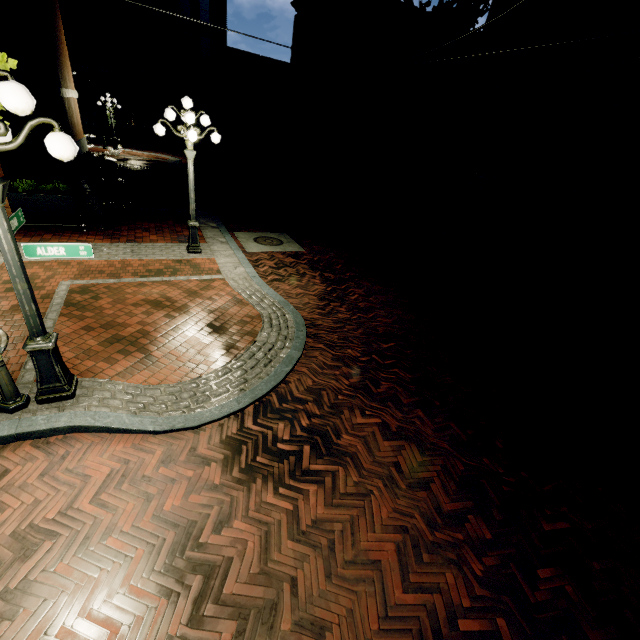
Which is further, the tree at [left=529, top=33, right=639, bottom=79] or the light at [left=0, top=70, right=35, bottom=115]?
the tree at [left=529, top=33, right=639, bottom=79]

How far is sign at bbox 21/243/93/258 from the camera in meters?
3.4

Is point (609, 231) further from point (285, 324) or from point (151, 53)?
point (151, 53)

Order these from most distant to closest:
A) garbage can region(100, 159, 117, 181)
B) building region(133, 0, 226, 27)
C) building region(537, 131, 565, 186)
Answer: building region(133, 0, 226, 27) < building region(537, 131, 565, 186) < garbage can region(100, 159, 117, 181)

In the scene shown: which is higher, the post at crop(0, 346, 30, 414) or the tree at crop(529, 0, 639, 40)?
the tree at crop(529, 0, 639, 40)

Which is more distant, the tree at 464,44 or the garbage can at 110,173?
the garbage can at 110,173

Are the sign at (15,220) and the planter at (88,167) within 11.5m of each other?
no

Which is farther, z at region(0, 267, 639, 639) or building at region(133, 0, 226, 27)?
building at region(133, 0, 226, 27)
